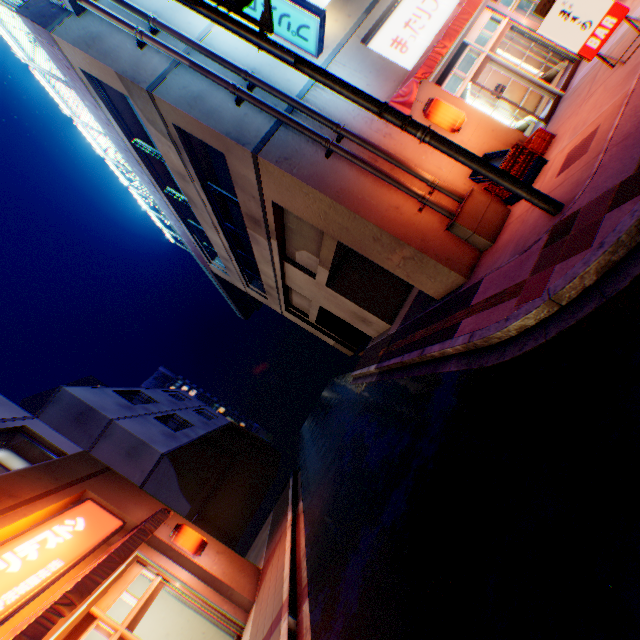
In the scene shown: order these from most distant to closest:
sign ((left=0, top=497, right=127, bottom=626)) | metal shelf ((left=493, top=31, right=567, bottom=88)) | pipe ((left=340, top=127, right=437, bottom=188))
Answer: metal shelf ((left=493, top=31, right=567, bottom=88)), pipe ((left=340, top=127, right=437, bottom=188)), sign ((left=0, top=497, right=127, bottom=626))

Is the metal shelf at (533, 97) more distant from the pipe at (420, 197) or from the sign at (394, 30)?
the pipe at (420, 197)

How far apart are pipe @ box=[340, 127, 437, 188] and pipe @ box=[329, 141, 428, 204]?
0.22m

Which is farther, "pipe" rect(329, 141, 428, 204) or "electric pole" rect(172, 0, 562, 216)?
"pipe" rect(329, 141, 428, 204)

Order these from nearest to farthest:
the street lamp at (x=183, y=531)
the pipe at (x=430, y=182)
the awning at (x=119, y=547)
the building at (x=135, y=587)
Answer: the awning at (x=119, y=547), the pipe at (x=430, y=182), the building at (x=135, y=587), the street lamp at (x=183, y=531)

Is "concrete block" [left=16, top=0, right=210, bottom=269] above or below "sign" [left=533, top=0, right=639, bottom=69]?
above

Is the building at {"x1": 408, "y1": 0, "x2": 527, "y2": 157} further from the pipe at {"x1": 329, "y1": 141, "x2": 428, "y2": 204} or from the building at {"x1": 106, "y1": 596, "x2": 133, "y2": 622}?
the building at {"x1": 106, "y1": 596, "x2": 133, "y2": 622}

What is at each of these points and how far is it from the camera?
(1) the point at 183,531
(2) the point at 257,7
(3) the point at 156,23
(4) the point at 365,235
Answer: (1) street lamp, 8.5m
(2) sign, 7.9m
(3) pipe, 7.7m
(4) building, 7.9m
